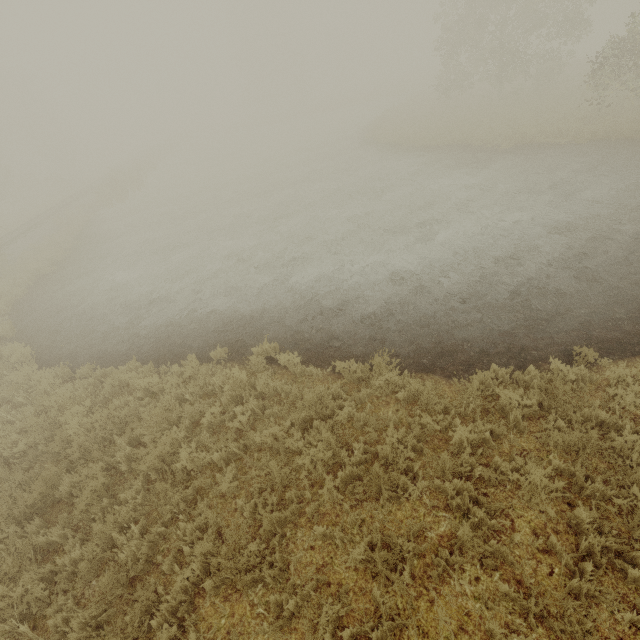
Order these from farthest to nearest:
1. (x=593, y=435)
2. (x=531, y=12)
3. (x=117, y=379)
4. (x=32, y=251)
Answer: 1. (x=531, y=12)
2. (x=32, y=251)
3. (x=117, y=379)
4. (x=593, y=435)
